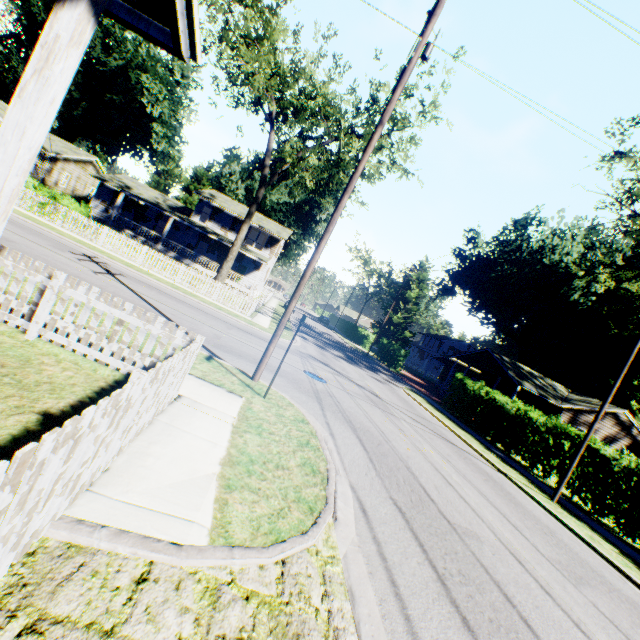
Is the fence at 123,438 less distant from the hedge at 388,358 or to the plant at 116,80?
the hedge at 388,358

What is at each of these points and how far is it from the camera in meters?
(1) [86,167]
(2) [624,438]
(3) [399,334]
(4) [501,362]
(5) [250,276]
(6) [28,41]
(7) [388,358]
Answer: (1) flat, 37.0 m
(2) house, 29.5 m
(3) plant, 52.8 m
(4) house, 30.2 m
(5) house, 38.1 m
(6) plant, 50.3 m
(7) hedge, 38.6 m

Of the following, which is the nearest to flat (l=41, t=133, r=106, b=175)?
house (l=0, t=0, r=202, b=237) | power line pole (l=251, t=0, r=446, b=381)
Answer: house (l=0, t=0, r=202, b=237)

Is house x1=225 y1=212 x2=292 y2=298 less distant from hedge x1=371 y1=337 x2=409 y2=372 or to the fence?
hedge x1=371 y1=337 x2=409 y2=372

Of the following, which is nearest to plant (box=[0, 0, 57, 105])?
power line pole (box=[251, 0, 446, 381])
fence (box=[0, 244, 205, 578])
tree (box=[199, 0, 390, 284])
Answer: tree (box=[199, 0, 390, 284])

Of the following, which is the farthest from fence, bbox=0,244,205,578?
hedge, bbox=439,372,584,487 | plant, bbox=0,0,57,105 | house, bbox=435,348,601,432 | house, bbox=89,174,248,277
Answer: plant, bbox=0,0,57,105

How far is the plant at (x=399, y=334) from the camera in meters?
53.1 m

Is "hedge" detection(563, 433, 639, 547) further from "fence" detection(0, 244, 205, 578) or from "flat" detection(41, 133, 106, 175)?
"flat" detection(41, 133, 106, 175)
